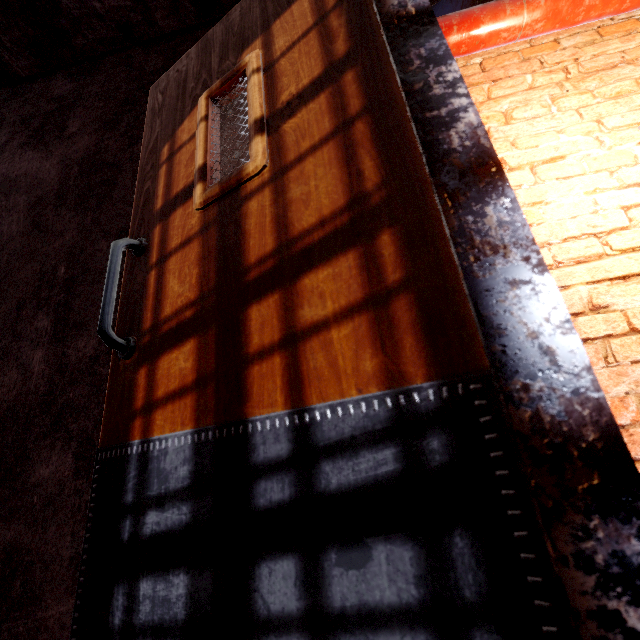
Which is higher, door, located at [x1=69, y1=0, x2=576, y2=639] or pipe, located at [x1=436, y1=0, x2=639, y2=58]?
pipe, located at [x1=436, y1=0, x2=639, y2=58]

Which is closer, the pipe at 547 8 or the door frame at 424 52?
the door frame at 424 52

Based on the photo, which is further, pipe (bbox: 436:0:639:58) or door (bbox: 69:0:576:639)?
pipe (bbox: 436:0:639:58)

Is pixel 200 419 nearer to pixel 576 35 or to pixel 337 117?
pixel 337 117

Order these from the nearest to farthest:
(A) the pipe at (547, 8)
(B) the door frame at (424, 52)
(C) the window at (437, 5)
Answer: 1. (B) the door frame at (424, 52)
2. (A) the pipe at (547, 8)
3. (C) the window at (437, 5)

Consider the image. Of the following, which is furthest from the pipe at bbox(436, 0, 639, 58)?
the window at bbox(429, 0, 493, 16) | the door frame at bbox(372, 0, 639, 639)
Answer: the window at bbox(429, 0, 493, 16)

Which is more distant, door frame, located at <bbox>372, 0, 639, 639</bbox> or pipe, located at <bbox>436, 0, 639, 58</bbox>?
pipe, located at <bbox>436, 0, 639, 58</bbox>
